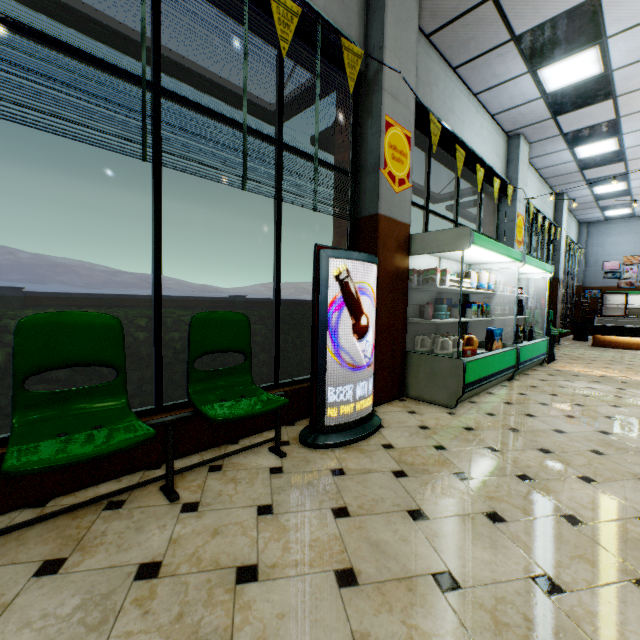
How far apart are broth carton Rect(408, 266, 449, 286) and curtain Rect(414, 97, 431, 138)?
1.95m

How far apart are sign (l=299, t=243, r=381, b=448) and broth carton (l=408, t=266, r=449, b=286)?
1.18m

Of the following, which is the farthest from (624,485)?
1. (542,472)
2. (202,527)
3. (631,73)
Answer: (631,73)

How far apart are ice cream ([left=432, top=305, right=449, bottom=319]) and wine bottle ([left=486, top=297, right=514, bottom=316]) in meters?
2.3

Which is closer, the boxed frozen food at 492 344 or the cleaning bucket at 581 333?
the boxed frozen food at 492 344

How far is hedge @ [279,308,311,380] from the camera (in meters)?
3.37

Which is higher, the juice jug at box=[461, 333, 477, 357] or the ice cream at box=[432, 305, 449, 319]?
the ice cream at box=[432, 305, 449, 319]

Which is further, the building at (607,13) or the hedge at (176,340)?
the hedge at (176,340)
